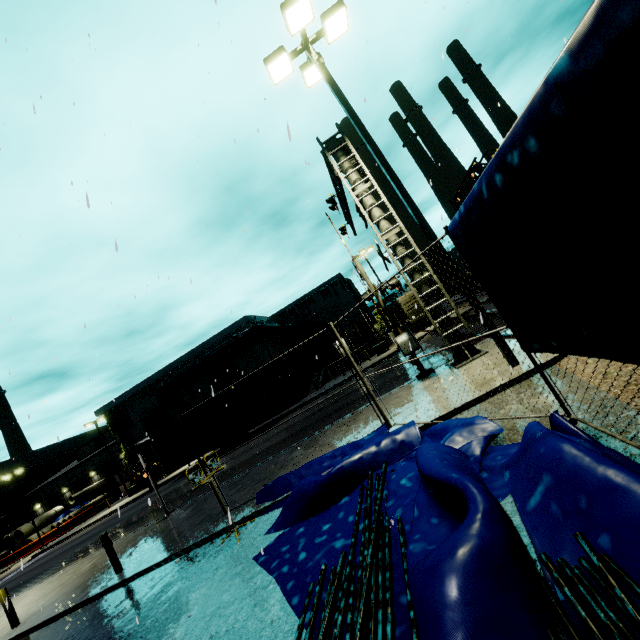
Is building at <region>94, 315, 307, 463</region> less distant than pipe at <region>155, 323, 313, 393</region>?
No

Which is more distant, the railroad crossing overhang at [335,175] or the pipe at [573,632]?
the railroad crossing overhang at [335,175]

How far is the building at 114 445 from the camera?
48.1m

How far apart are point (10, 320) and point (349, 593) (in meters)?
12.56

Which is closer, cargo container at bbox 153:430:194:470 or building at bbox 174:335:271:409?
cargo container at bbox 153:430:194:470

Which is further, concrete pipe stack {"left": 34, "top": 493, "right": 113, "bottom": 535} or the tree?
concrete pipe stack {"left": 34, "top": 493, "right": 113, "bottom": 535}

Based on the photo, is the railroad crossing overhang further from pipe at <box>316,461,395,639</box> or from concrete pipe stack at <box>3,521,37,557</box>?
concrete pipe stack at <box>3,521,37,557</box>

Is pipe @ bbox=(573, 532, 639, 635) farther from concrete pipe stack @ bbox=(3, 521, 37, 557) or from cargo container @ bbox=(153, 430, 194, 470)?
concrete pipe stack @ bbox=(3, 521, 37, 557)
